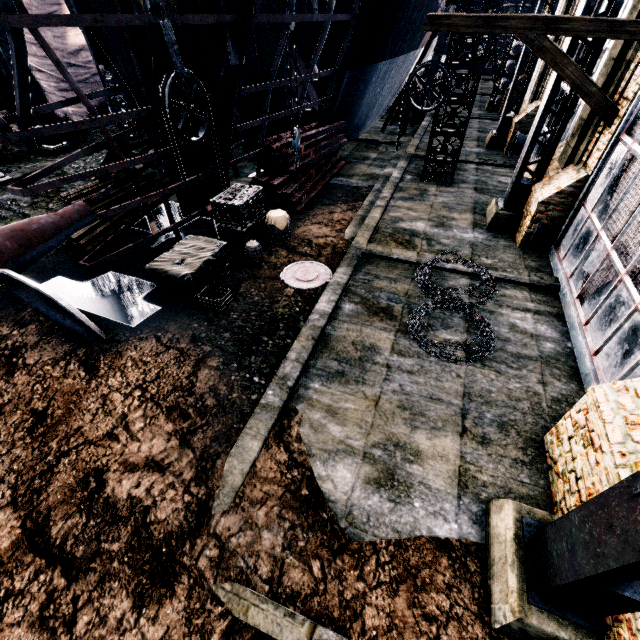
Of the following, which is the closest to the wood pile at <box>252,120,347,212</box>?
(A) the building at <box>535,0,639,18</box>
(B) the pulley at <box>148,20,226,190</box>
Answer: (B) the pulley at <box>148,20,226,190</box>

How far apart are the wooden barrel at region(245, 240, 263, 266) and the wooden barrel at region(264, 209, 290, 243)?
1.2m

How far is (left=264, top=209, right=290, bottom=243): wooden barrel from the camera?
12.09m

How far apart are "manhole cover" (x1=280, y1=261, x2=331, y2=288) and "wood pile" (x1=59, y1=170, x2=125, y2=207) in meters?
7.3

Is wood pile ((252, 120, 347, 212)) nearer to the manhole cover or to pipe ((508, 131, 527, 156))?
the manhole cover

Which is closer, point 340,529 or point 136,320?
point 340,529

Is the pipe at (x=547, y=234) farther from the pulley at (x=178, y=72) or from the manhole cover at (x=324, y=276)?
the pulley at (x=178, y=72)

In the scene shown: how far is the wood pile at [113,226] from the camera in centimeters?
1178cm
